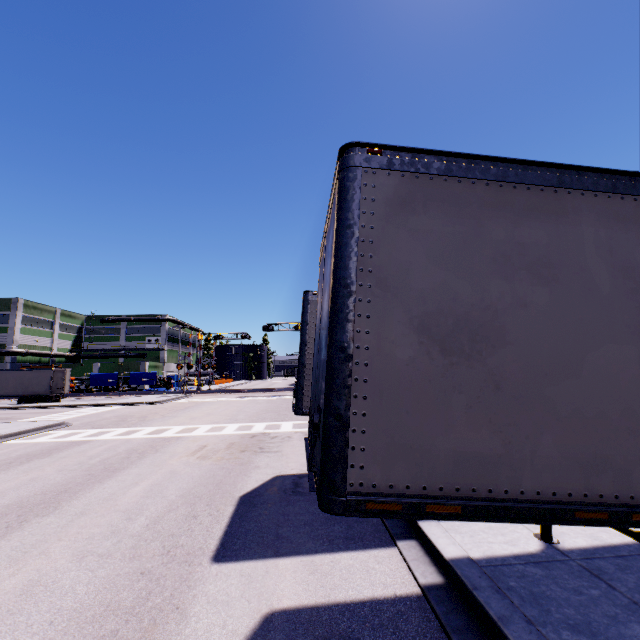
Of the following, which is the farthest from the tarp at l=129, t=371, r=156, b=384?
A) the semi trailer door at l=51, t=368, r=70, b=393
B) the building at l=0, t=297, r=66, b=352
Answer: the semi trailer door at l=51, t=368, r=70, b=393

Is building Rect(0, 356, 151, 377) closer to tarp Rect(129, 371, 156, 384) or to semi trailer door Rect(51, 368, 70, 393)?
tarp Rect(129, 371, 156, 384)

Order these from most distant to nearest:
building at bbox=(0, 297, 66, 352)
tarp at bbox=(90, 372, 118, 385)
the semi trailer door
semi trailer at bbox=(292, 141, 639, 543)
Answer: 1. building at bbox=(0, 297, 66, 352)
2. tarp at bbox=(90, 372, 118, 385)
3. the semi trailer door
4. semi trailer at bbox=(292, 141, 639, 543)

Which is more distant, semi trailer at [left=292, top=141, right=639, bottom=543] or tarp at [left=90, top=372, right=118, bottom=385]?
tarp at [left=90, top=372, right=118, bottom=385]

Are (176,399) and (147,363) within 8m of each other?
no

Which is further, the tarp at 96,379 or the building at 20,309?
the building at 20,309

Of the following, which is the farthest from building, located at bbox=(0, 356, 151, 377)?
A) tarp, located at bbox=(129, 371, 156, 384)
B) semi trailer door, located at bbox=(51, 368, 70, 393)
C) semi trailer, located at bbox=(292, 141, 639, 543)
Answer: semi trailer door, located at bbox=(51, 368, 70, 393)

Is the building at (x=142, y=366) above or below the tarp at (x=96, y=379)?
above
